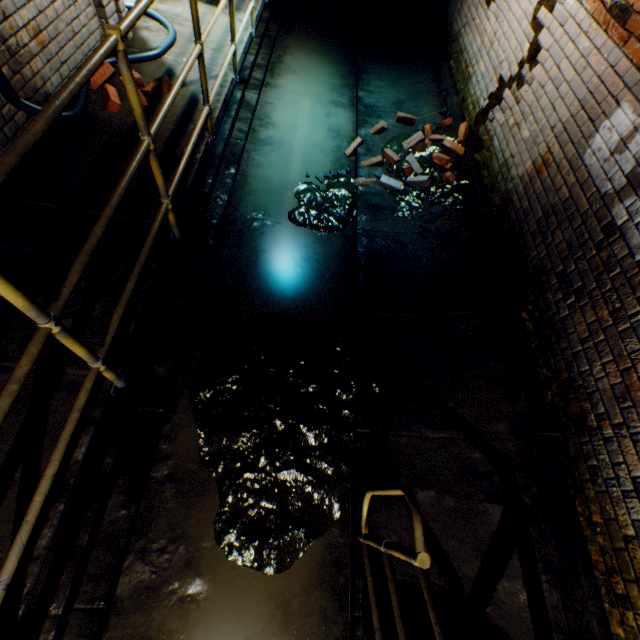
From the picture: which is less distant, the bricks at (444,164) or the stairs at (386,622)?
the stairs at (386,622)

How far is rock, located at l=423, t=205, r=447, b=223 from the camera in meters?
4.1

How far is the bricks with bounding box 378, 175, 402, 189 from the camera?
4.4 meters

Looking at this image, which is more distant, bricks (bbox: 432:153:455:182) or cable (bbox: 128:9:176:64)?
bricks (bbox: 432:153:455:182)

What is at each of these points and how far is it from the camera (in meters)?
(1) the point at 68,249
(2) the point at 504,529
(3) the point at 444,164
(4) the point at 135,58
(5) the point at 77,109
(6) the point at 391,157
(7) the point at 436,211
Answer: (1) walkway, 2.29
(2) building tunnel, 2.44
(3) bricks, 4.38
(4) cable, 3.46
(5) cable, 2.83
(6) bricks, 4.66
(7) rock, 4.14

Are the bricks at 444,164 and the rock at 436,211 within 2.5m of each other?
yes

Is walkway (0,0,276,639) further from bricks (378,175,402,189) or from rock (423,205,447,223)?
rock (423,205,447,223)

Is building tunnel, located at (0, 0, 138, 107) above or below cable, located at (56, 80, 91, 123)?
above
